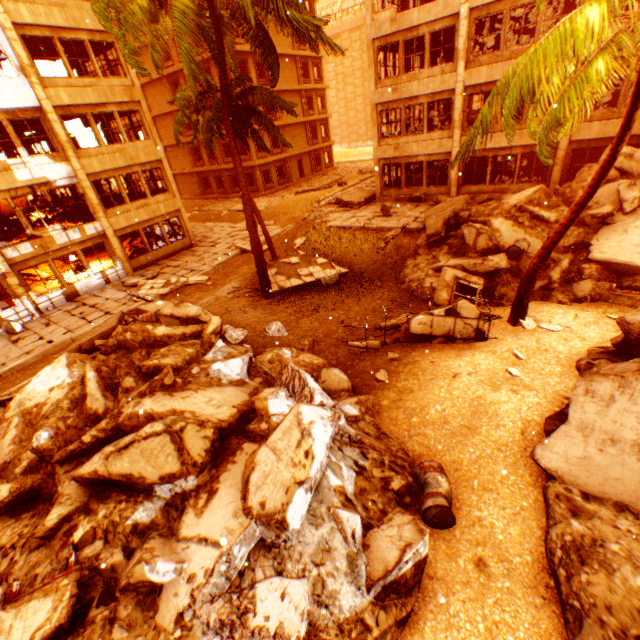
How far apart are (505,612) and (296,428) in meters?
3.5 m

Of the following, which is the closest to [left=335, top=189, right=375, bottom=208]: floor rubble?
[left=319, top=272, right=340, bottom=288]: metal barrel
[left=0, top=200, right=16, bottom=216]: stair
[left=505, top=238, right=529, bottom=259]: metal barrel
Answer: [left=319, top=272, right=340, bottom=288]: metal barrel

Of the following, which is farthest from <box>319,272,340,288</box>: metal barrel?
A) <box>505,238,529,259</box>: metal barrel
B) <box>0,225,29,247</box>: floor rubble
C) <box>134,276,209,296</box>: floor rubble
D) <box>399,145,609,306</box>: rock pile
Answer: <box>0,225,29,247</box>: floor rubble

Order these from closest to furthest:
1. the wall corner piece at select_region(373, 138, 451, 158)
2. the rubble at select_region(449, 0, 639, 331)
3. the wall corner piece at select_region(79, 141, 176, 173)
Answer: the rubble at select_region(449, 0, 639, 331) → the wall corner piece at select_region(79, 141, 176, 173) → the wall corner piece at select_region(373, 138, 451, 158)

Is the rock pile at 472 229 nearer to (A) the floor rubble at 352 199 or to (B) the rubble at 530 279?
(B) the rubble at 530 279

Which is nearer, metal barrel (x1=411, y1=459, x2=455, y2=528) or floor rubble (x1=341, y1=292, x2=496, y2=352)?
metal barrel (x1=411, y1=459, x2=455, y2=528)

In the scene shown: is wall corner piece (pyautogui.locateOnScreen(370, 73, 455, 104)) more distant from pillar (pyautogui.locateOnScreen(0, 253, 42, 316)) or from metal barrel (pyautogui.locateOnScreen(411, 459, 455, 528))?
metal barrel (pyautogui.locateOnScreen(411, 459, 455, 528))

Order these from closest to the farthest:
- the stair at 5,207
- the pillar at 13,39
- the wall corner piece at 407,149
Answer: the pillar at 13,39, the wall corner piece at 407,149, the stair at 5,207
